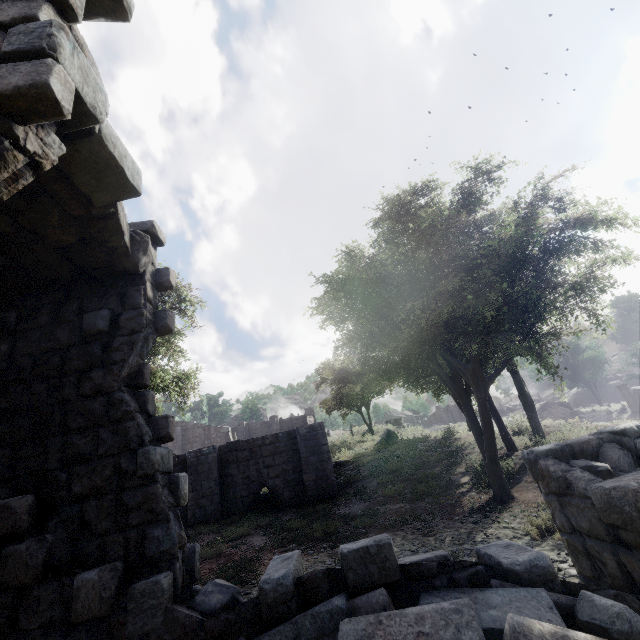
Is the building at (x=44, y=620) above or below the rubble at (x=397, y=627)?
above

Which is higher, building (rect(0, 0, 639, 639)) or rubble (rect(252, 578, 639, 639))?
building (rect(0, 0, 639, 639))

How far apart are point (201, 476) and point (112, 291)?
11.61m
